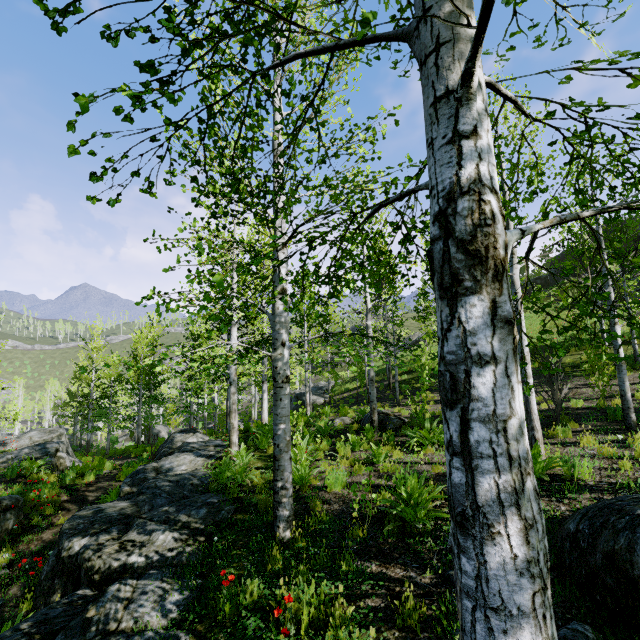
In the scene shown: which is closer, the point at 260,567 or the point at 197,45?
the point at 197,45

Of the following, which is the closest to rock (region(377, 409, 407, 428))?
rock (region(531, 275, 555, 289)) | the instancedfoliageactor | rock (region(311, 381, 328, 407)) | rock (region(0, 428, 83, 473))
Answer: the instancedfoliageactor

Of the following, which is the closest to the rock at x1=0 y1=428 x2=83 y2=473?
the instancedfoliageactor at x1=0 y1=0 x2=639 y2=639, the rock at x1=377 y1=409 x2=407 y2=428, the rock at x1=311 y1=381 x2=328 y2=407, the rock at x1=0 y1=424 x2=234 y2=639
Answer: the rock at x1=0 y1=424 x2=234 y2=639

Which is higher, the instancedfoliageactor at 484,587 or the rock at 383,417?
the instancedfoliageactor at 484,587

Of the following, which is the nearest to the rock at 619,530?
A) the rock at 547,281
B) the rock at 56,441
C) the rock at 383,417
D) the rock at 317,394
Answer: the rock at 56,441

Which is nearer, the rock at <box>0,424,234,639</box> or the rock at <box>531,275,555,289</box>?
the rock at <box>0,424,234,639</box>

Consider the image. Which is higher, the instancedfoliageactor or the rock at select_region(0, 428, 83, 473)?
the instancedfoliageactor

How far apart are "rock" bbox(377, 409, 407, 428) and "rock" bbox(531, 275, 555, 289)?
34.68m
